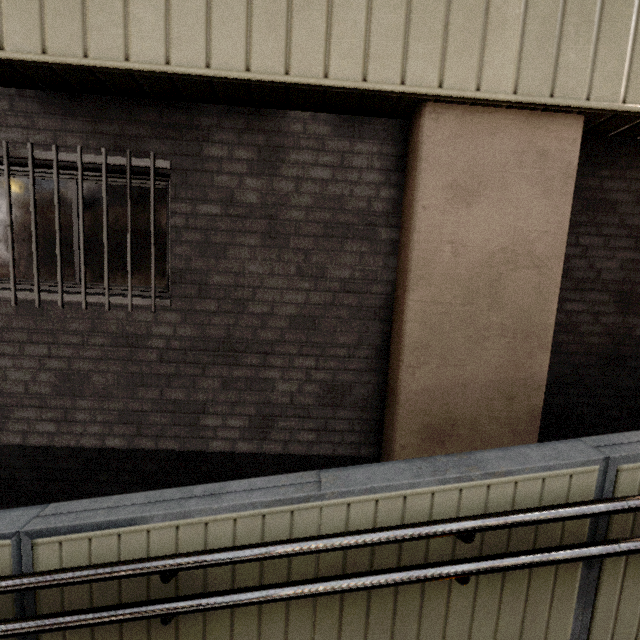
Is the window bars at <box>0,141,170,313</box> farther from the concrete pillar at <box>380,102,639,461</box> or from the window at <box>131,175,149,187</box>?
the concrete pillar at <box>380,102,639,461</box>

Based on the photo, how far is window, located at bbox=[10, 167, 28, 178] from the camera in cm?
287

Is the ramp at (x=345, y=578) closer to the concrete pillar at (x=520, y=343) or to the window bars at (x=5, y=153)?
the concrete pillar at (x=520, y=343)

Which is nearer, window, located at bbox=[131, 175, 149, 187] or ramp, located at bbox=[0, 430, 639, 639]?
ramp, located at bbox=[0, 430, 639, 639]

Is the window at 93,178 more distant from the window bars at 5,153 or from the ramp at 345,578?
the ramp at 345,578

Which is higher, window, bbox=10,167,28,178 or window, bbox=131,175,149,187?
window, bbox=10,167,28,178

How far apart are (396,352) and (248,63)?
2.57m

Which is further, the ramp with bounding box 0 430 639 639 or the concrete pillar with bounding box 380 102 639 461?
the concrete pillar with bounding box 380 102 639 461
